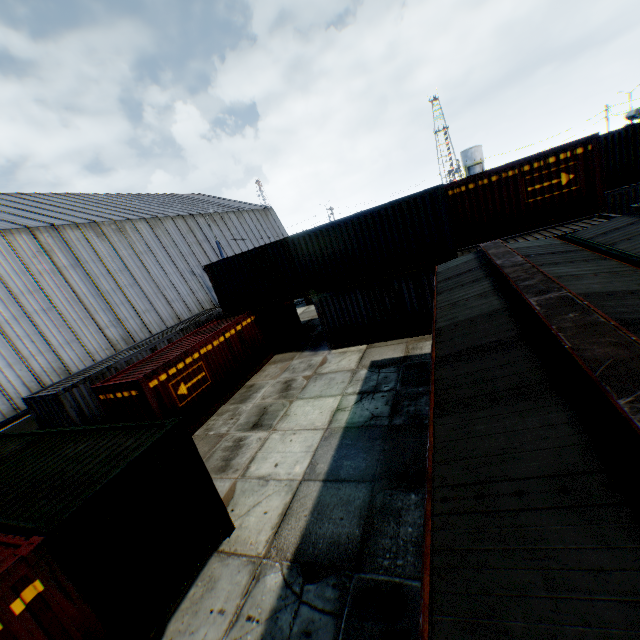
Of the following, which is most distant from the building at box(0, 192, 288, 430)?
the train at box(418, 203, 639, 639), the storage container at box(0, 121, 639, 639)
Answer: the train at box(418, 203, 639, 639)

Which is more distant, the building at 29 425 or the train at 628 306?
the building at 29 425

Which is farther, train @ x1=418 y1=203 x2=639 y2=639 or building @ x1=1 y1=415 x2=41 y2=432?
building @ x1=1 y1=415 x2=41 y2=432

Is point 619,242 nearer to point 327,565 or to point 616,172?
point 327,565

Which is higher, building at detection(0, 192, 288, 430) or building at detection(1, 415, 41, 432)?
building at detection(0, 192, 288, 430)

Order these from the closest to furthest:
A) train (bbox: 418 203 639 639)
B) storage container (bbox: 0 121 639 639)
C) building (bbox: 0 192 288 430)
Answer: train (bbox: 418 203 639 639)
storage container (bbox: 0 121 639 639)
building (bbox: 0 192 288 430)

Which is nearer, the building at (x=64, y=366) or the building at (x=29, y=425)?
the building at (x=29, y=425)
